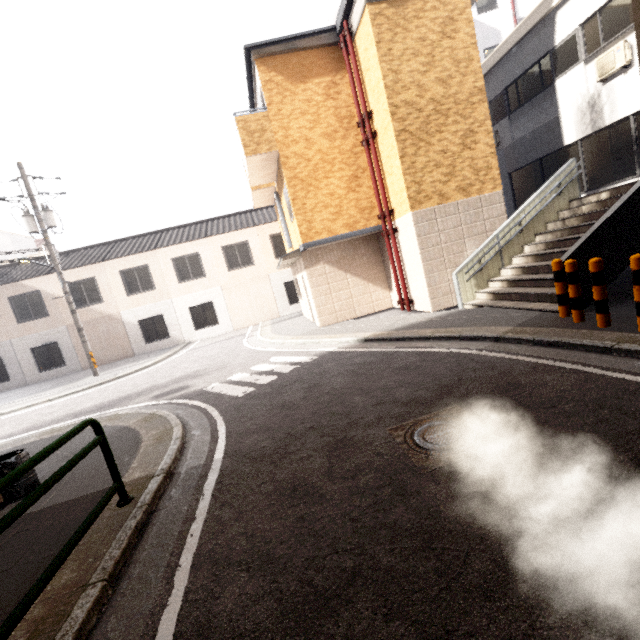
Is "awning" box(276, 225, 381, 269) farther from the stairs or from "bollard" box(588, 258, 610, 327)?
"bollard" box(588, 258, 610, 327)

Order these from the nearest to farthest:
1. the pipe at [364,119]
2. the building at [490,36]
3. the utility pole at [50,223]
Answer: the pipe at [364,119]
the utility pole at [50,223]
the building at [490,36]

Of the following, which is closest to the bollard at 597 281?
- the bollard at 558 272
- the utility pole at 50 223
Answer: the bollard at 558 272

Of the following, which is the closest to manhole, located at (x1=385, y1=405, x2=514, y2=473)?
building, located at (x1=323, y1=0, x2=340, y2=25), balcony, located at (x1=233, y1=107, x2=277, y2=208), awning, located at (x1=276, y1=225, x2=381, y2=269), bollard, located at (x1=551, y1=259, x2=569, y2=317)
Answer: bollard, located at (x1=551, y1=259, x2=569, y2=317)

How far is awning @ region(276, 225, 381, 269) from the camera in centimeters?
1084cm

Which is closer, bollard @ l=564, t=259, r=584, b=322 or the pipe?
bollard @ l=564, t=259, r=584, b=322

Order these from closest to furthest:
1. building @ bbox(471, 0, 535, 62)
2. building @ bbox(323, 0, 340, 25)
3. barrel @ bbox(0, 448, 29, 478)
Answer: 1. barrel @ bbox(0, 448, 29, 478)
2. building @ bbox(471, 0, 535, 62)
3. building @ bbox(323, 0, 340, 25)

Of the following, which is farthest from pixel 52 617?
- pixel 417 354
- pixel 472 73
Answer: pixel 472 73
